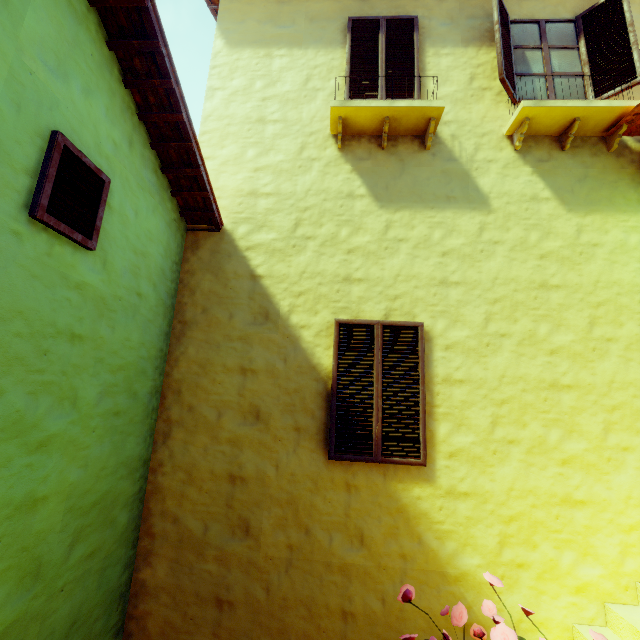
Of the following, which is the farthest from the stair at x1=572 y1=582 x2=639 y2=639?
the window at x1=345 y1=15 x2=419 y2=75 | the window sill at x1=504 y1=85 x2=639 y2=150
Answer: the window at x1=345 y1=15 x2=419 y2=75

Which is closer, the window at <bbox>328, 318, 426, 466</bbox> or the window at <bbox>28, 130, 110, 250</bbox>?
the window at <bbox>28, 130, 110, 250</bbox>

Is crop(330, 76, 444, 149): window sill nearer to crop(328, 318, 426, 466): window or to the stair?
crop(328, 318, 426, 466): window

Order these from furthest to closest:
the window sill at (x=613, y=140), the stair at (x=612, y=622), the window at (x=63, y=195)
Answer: the window sill at (x=613, y=140) < the stair at (x=612, y=622) < the window at (x=63, y=195)

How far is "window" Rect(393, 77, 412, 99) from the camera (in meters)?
4.76

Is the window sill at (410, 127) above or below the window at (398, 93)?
below

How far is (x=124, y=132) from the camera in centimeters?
317cm

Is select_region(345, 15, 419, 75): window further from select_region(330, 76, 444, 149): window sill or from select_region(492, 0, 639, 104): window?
select_region(492, 0, 639, 104): window
